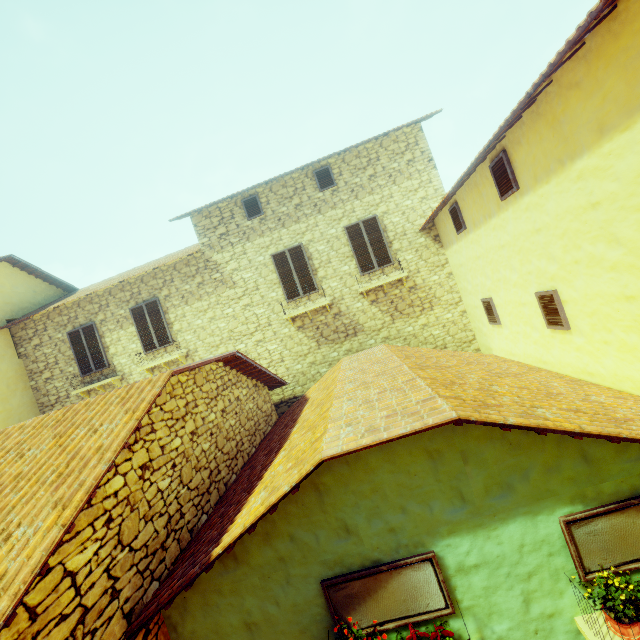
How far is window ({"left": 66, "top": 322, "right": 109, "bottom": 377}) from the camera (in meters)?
11.05

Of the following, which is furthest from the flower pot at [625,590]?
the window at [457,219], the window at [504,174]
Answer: the window at [457,219]

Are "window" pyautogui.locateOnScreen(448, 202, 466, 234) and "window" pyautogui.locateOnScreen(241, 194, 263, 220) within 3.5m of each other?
no

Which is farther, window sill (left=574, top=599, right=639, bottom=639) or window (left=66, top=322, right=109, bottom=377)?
window (left=66, top=322, right=109, bottom=377)

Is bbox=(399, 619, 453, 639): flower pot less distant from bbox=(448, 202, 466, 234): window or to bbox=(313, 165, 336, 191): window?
bbox=(448, 202, 466, 234): window

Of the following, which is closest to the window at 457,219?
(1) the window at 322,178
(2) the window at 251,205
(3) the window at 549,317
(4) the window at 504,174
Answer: (4) the window at 504,174

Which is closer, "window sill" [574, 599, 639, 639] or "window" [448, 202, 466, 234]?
"window sill" [574, 599, 639, 639]

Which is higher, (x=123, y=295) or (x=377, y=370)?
(x=123, y=295)
